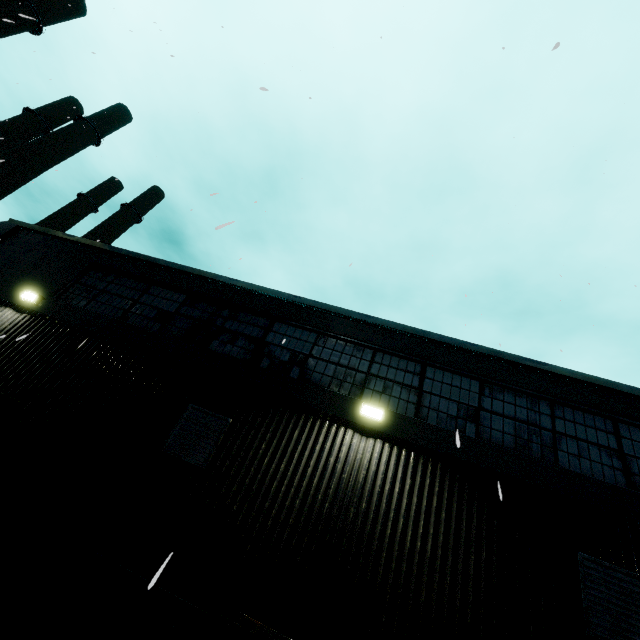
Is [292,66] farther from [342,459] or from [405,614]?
[405,614]

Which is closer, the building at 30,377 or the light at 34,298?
the building at 30,377

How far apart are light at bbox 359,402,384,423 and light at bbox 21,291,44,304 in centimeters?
891cm

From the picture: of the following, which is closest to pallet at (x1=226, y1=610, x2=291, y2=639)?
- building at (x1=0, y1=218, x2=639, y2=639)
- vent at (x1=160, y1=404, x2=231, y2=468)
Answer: building at (x1=0, y1=218, x2=639, y2=639)

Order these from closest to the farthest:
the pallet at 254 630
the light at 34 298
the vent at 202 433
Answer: the pallet at 254 630 → the vent at 202 433 → the light at 34 298

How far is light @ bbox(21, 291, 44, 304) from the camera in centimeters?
851cm

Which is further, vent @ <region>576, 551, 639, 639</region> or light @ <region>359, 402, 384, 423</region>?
light @ <region>359, 402, 384, 423</region>

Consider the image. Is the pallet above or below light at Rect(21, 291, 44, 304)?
below
